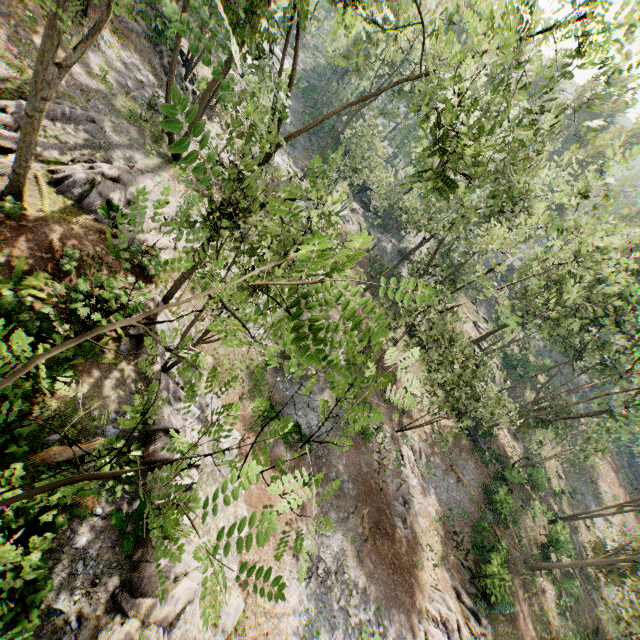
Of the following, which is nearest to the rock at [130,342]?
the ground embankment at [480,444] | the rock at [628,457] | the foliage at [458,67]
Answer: the foliage at [458,67]

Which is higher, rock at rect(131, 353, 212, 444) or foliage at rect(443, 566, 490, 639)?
rock at rect(131, 353, 212, 444)

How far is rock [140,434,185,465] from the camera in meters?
10.2 m

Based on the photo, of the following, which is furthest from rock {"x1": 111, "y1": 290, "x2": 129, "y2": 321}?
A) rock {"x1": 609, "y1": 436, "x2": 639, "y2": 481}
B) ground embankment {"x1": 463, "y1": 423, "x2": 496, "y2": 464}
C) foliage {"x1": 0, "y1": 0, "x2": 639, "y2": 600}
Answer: rock {"x1": 609, "y1": 436, "x2": 639, "y2": 481}

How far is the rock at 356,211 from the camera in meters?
44.9 m

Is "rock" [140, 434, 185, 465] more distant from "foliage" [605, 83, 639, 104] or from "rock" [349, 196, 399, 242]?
"rock" [349, 196, 399, 242]

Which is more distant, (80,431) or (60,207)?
(60,207)
